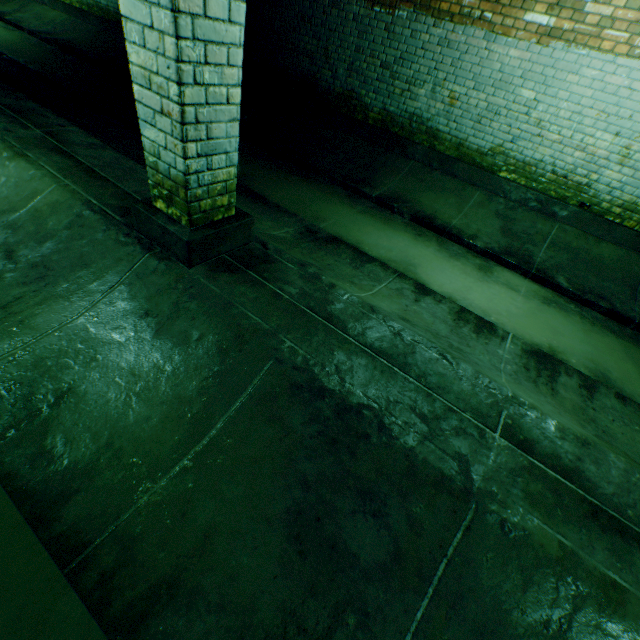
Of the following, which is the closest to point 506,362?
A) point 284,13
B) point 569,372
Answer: point 569,372
